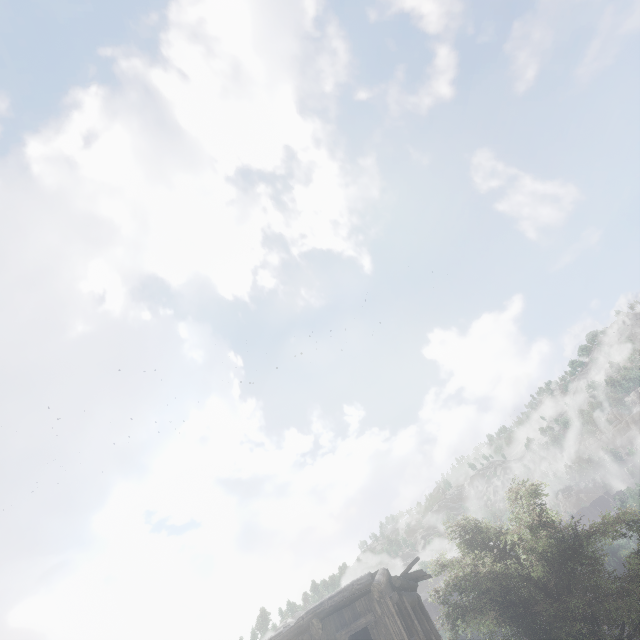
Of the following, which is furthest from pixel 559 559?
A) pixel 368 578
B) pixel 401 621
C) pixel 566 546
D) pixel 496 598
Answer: pixel 368 578
